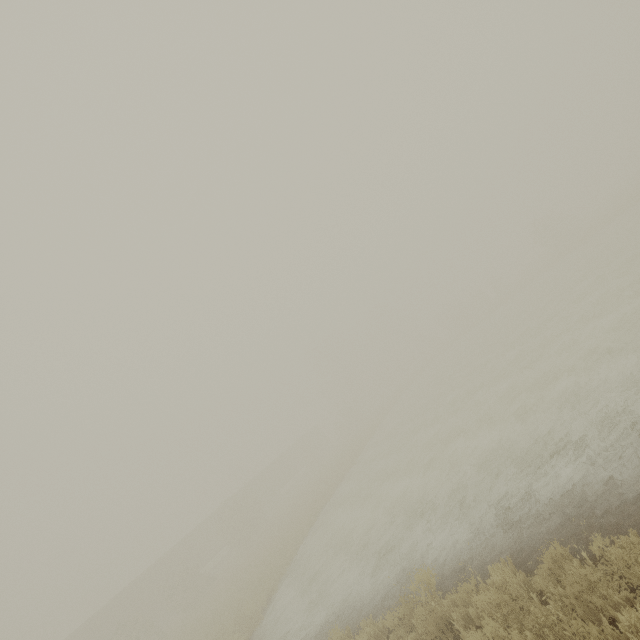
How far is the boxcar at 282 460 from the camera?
44.9 meters

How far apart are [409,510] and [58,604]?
72.4m

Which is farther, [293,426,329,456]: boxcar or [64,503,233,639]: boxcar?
[293,426,329,456]: boxcar

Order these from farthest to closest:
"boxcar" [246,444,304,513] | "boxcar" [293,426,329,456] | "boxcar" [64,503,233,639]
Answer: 1. "boxcar" [293,426,329,456]
2. "boxcar" [246,444,304,513]
3. "boxcar" [64,503,233,639]

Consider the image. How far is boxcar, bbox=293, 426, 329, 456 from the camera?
55.6m
